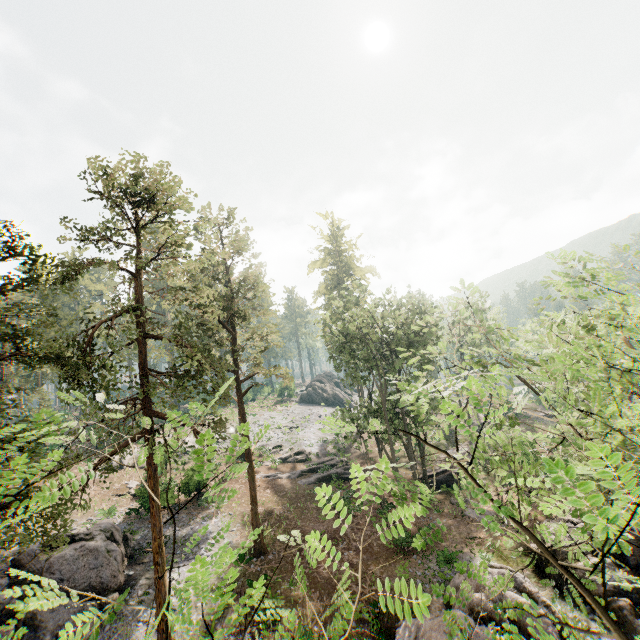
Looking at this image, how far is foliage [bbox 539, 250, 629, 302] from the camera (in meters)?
8.49

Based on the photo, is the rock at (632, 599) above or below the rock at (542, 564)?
below

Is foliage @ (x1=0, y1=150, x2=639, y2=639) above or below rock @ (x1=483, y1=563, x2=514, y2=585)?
above

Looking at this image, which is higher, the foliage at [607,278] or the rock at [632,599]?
the foliage at [607,278]

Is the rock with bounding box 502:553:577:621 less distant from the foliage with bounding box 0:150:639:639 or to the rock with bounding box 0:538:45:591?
the foliage with bounding box 0:150:639:639

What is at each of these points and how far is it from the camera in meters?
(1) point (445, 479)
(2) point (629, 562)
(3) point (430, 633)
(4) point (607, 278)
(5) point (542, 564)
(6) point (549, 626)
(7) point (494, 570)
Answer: (1) ground embankment, 30.2 m
(2) rock, 18.1 m
(3) rock, 12.7 m
(4) foliage, 8.5 m
(5) rock, 18.9 m
(6) rock, 12.7 m
(7) rock, 14.9 m

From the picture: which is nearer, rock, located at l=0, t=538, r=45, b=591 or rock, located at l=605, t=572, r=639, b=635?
rock, located at l=605, t=572, r=639, b=635
